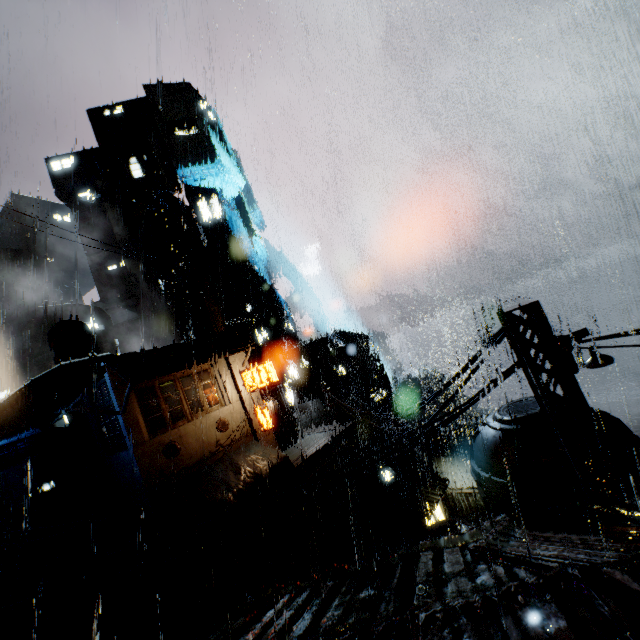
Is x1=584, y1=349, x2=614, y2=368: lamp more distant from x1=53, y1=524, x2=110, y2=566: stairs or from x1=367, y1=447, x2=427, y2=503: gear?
x1=367, y1=447, x2=427, y2=503: gear

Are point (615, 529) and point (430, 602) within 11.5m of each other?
yes

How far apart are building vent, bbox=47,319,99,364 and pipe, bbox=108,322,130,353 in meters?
17.9

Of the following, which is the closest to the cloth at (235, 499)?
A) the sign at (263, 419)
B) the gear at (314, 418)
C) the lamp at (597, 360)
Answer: the sign at (263, 419)

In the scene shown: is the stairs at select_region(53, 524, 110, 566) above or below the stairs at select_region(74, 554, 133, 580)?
above

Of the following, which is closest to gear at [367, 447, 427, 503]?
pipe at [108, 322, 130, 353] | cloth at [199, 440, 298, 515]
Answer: cloth at [199, 440, 298, 515]

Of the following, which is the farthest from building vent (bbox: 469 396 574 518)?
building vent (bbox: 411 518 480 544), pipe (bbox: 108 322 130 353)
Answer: pipe (bbox: 108 322 130 353)

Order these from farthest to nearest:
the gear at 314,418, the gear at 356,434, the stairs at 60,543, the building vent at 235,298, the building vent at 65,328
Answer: the building vent at 235,298 → the gear at 356,434 → the gear at 314,418 → the building vent at 65,328 → the stairs at 60,543
